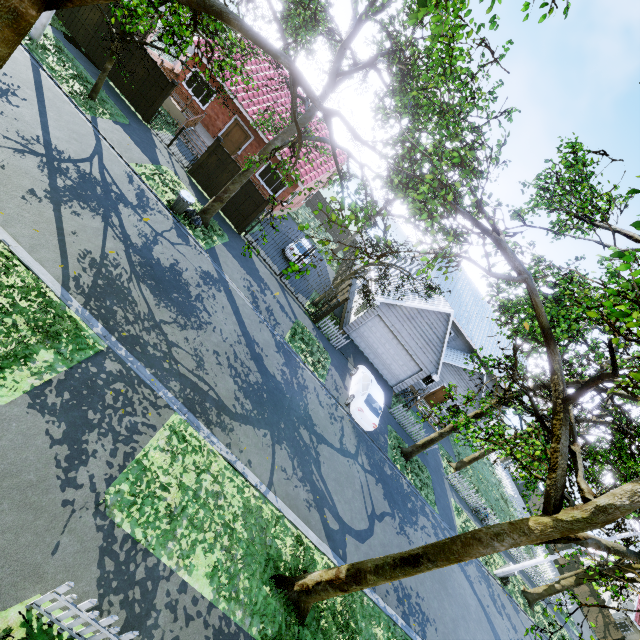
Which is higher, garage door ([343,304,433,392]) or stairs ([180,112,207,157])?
garage door ([343,304,433,392])

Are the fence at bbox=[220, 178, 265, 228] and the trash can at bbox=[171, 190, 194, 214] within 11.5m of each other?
yes

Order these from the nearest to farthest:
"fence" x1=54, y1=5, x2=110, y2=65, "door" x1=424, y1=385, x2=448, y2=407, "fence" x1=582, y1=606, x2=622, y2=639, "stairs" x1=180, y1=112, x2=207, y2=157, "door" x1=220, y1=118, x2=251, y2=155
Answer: "fence" x1=54, y1=5, x2=110, y2=65 → "stairs" x1=180, y1=112, x2=207, y2=157 → "door" x1=220, y1=118, x2=251, y2=155 → "door" x1=424, y1=385, x2=448, y2=407 → "fence" x1=582, y1=606, x2=622, y2=639

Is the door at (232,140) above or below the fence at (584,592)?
above

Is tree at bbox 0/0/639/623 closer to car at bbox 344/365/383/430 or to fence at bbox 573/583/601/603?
fence at bbox 573/583/601/603

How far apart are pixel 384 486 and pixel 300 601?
8.0 meters

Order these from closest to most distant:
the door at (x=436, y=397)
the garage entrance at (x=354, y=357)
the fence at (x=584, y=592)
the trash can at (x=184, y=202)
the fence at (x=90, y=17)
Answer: the trash can at (x=184, y=202) < the fence at (x=90, y=17) < the garage entrance at (x=354, y=357) < the door at (x=436, y=397) < the fence at (x=584, y=592)

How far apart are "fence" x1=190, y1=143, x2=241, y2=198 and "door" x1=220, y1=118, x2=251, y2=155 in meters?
5.5 m
